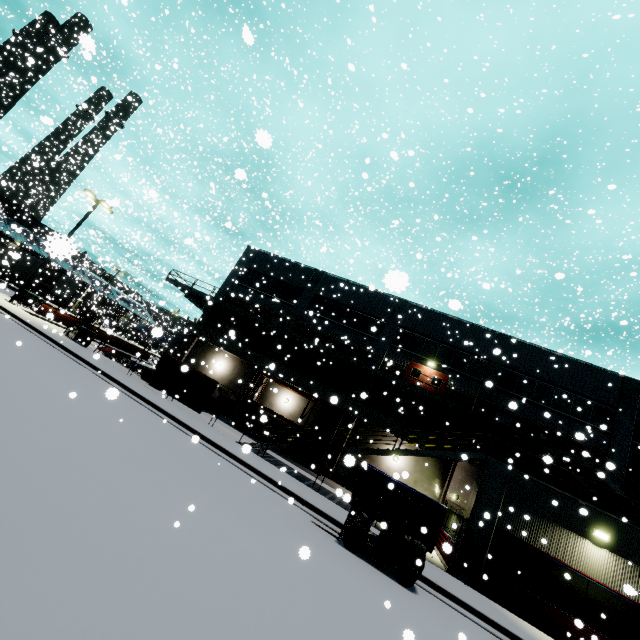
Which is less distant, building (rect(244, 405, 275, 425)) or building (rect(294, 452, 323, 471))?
building (rect(244, 405, 275, 425))

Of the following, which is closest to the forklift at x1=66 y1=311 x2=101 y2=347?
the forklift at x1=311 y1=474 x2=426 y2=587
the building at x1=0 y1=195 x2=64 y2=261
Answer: the building at x1=0 y1=195 x2=64 y2=261

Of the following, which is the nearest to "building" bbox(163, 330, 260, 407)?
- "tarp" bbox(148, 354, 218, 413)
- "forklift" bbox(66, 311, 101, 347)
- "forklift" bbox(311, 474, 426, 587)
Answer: "tarp" bbox(148, 354, 218, 413)

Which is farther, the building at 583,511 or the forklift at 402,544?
the building at 583,511

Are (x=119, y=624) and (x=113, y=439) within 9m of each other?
yes

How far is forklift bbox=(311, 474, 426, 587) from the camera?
9.5 meters

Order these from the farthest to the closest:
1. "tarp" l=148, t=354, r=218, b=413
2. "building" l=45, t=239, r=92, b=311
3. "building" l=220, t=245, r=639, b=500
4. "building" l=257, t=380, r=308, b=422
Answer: "building" l=257, t=380, r=308, b=422 < "building" l=220, t=245, r=639, b=500 < "tarp" l=148, t=354, r=218, b=413 < "building" l=45, t=239, r=92, b=311

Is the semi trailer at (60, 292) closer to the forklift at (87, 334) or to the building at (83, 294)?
the building at (83, 294)
